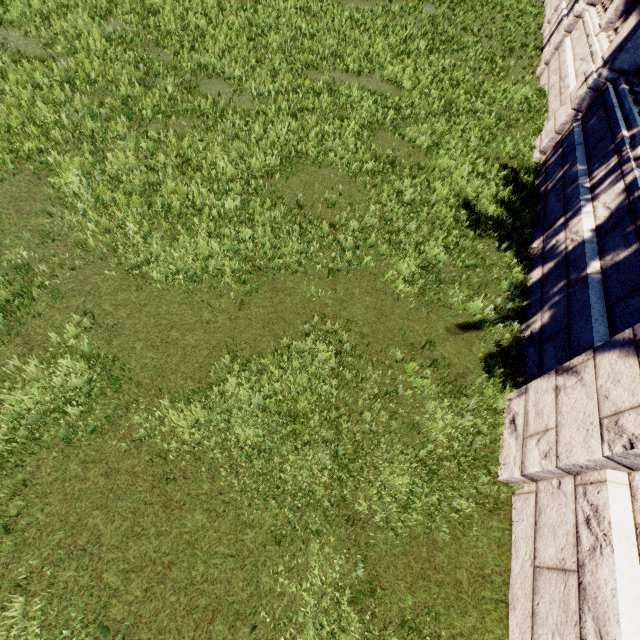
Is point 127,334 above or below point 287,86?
below
